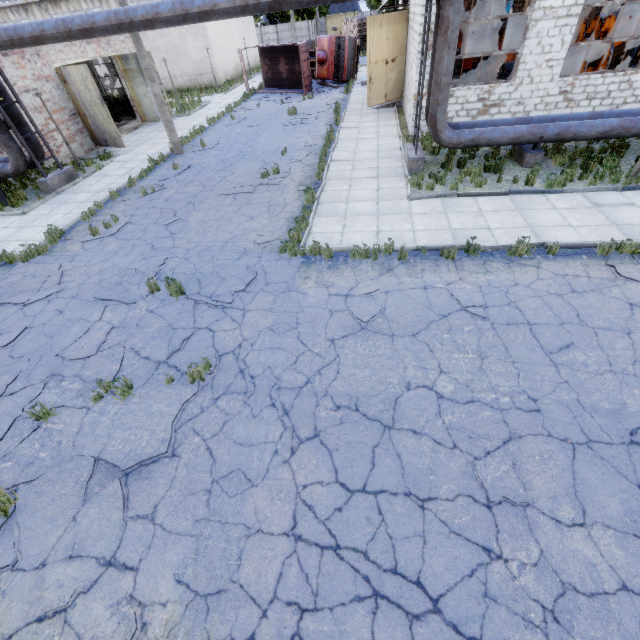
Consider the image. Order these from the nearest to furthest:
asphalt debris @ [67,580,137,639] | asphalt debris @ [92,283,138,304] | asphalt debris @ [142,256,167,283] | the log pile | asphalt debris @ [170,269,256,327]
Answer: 1. asphalt debris @ [67,580,137,639]
2. asphalt debris @ [170,269,256,327]
3. asphalt debris @ [92,283,138,304]
4. asphalt debris @ [142,256,167,283]
5. the log pile

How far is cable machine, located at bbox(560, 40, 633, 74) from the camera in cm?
1459

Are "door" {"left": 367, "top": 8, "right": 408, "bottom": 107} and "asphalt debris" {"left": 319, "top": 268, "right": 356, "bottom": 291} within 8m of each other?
no

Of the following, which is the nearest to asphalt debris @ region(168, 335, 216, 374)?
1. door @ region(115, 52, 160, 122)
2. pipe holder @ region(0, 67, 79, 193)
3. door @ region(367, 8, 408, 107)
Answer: pipe holder @ region(0, 67, 79, 193)

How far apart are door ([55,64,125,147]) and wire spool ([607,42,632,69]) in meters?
26.4

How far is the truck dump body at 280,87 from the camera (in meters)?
24.33

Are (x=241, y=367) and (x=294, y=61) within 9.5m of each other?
no

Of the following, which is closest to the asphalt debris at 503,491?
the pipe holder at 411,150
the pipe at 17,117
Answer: the pipe holder at 411,150
